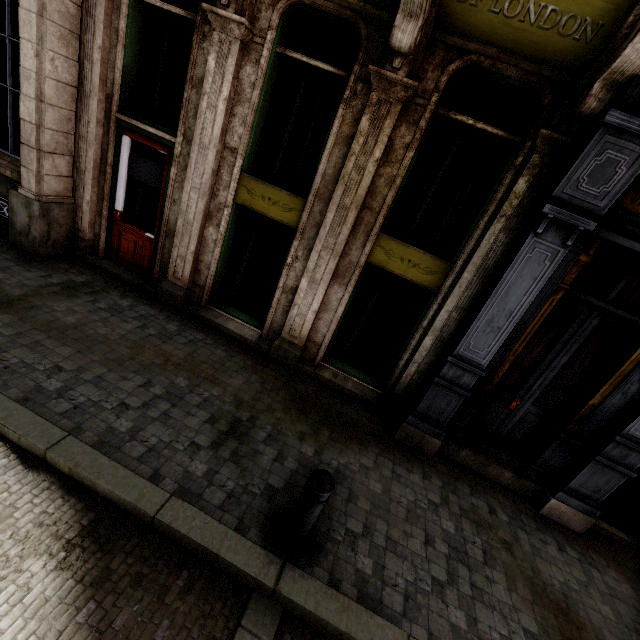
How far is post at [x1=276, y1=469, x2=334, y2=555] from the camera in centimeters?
277cm

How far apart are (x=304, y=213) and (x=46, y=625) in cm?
511

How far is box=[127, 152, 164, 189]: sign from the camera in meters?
5.8

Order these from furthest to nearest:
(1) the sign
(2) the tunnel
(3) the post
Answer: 1. (1) the sign
2. (2) the tunnel
3. (3) the post

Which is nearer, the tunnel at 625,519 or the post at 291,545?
the post at 291,545

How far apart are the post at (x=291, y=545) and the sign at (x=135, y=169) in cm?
564

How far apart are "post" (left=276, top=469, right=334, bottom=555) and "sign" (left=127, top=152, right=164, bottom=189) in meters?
5.6 m

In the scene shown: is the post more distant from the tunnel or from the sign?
the sign
